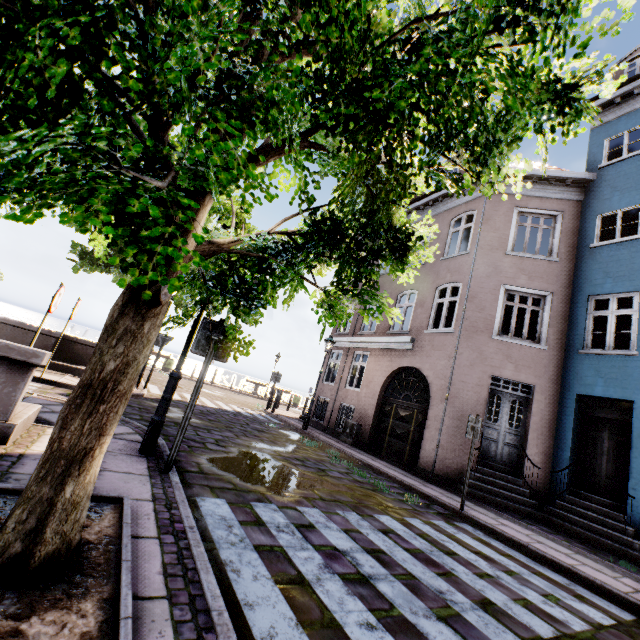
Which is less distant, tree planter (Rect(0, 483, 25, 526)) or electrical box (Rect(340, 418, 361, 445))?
tree planter (Rect(0, 483, 25, 526))

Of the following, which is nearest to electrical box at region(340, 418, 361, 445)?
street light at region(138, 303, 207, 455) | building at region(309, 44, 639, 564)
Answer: building at region(309, 44, 639, 564)

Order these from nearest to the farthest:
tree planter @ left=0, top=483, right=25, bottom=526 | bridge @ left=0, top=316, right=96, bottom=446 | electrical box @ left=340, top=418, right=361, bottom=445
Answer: tree planter @ left=0, top=483, right=25, bottom=526, bridge @ left=0, top=316, right=96, bottom=446, electrical box @ left=340, top=418, right=361, bottom=445

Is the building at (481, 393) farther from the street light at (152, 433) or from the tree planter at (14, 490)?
the tree planter at (14, 490)

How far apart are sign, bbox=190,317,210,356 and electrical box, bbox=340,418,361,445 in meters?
9.3 m

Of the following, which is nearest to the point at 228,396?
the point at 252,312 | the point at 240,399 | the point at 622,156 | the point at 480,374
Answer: the point at 240,399

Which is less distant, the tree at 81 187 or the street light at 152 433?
the tree at 81 187

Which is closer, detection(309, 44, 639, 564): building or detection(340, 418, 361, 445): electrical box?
detection(309, 44, 639, 564): building
